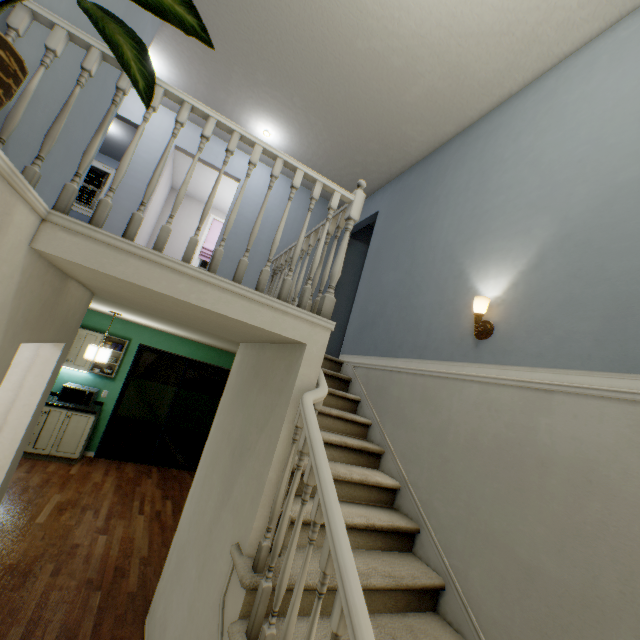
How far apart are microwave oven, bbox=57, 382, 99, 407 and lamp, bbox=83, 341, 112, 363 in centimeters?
159cm

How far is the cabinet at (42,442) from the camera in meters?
5.1

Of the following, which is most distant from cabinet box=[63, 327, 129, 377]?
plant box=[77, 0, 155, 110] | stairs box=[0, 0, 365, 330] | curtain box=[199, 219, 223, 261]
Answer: plant box=[77, 0, 155, 110]

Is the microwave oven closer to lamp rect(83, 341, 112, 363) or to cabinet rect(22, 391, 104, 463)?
cabinet rect(22, 391, 104, 463)

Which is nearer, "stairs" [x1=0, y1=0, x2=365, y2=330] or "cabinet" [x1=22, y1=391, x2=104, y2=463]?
"stairs" [x1=0, y1=0, x2=365, y2=330]

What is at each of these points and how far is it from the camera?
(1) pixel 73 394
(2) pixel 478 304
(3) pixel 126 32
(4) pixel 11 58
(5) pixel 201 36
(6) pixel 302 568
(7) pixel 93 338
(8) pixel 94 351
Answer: (1) microwave oven, 5.4m
(2) lamp, 2.2m
(3) plant, 1.2m
(4) plant, 0.8m
(5) plant, 1.1m
(6) stairs, 1.2m
(7) cabinet, 5.7m
(8) lamp, 4.2m

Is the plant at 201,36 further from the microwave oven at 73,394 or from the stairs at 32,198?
the microwave oven at 73,394

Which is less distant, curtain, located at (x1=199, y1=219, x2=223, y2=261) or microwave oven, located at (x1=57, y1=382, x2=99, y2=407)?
microwave oven, located at (x1=57, y1=382, x2=99, y2=407)
